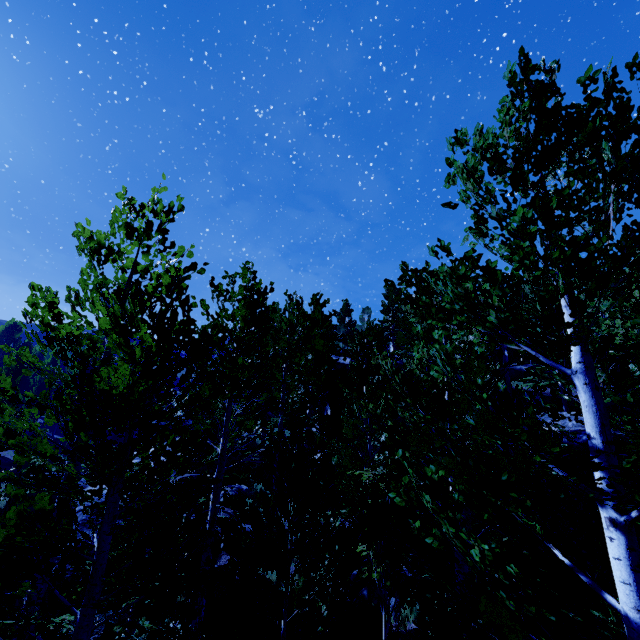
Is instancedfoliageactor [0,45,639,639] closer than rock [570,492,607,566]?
Yes

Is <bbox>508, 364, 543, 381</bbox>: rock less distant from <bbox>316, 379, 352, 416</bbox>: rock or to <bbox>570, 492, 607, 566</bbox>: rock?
<bbox>570, 492, 607, 566</bbox>: rock

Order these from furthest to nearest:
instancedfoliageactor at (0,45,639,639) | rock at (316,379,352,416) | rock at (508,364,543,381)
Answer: rock at (508,364,543,381) < rock at (316,379,352,416) < instancedfoliageactor at (0,45,639,639)

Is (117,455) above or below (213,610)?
above

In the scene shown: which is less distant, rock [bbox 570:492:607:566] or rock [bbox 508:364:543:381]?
rock [bbox 570:492:607:566]

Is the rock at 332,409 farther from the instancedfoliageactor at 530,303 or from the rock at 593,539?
the rock at 593,539

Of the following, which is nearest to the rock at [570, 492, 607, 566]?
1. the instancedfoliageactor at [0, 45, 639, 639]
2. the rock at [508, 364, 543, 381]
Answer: the instancedfoliageactor at [0, 45, 639, 639]

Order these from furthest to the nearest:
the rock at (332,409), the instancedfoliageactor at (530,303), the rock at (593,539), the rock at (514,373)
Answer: the rock at (514,373) < the rock at (332,409) < the rock at (593,539) < the instancedfoliageactor at (530,303)
